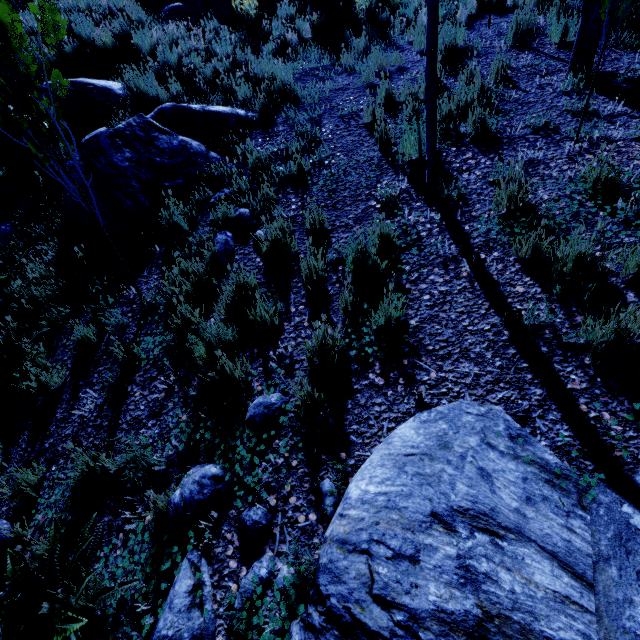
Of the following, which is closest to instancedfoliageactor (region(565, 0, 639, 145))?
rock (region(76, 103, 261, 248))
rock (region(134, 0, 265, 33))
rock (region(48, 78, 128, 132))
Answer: rock (region(76, 103, 261, 248))

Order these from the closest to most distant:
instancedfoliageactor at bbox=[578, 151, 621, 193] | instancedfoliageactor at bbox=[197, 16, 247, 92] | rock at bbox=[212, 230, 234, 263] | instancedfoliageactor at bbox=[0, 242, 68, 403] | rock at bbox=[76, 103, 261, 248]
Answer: instancedfoliageactor at bbox=[578, 151, 621, 193], instancedfoliageactor at bbox=[0, 242, 68, 403], rock at bbox=[212, 230, 234, 263], rock at bbox=[76, 103, 261, 248], instancedfoliageactor at bbox=[197, 16, 247, 92]

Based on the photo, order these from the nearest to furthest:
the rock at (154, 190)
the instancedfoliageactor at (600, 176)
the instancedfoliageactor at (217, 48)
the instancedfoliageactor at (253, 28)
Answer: the instancedfoliageactor at (600, 176) → the rock at (154, 190) → the instancedfoliageactor at (217, 48) → the instancedfoliageactor at (253, 28)

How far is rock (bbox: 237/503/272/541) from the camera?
2.2m

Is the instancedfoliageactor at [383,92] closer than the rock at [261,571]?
No

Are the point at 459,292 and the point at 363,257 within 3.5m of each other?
yes

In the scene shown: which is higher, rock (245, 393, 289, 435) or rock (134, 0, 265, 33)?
rock (134, 0, 265, 33)
